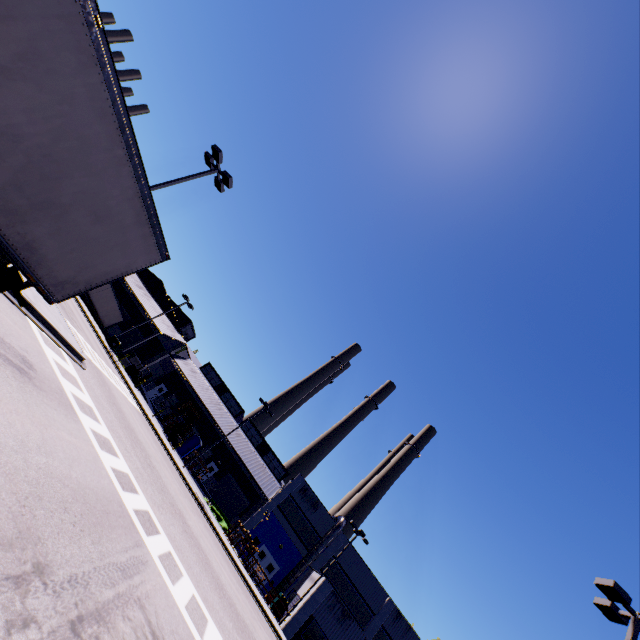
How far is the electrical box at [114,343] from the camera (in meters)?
34.84

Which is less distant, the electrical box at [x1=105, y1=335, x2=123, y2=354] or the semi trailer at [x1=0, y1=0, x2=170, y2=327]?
the semi trailer at [x1=0, y1=0, x2=170, y2=327]

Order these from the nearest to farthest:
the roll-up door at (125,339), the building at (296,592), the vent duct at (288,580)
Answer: the building at (296,592) → the vent duct at (288,580) → the roll-up door at (125,339)

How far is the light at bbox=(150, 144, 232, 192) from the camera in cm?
1588

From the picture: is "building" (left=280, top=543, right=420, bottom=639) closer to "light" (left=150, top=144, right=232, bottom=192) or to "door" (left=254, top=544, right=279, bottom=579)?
"door" (left=254, top=544, right=279, bottom=579)

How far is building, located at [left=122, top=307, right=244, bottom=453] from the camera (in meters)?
44.28

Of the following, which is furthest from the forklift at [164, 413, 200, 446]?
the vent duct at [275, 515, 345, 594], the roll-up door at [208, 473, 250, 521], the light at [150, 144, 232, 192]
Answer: the light at [150, 144, 232, 192]

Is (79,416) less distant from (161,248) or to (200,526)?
(161,248)
